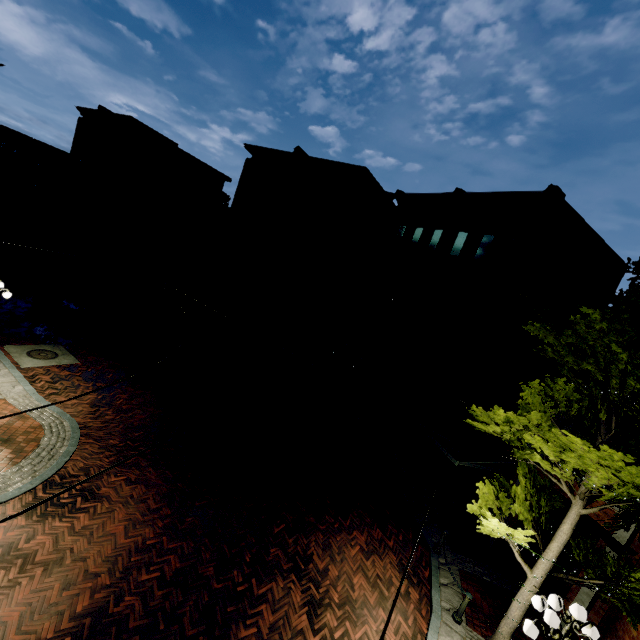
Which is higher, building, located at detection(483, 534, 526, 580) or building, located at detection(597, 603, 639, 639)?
building, located at detection(597, 603, 639, 639)

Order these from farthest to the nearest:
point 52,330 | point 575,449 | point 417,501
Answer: point 52,330
point 417,501
point 575,449

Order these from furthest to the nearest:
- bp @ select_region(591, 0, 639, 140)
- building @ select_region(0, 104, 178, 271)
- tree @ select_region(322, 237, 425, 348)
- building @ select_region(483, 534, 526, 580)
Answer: bp @ select_region(591, 0, 639, 140)
building @ select_region(0, 104, 178, 271)
tree @ select_region(322, 237, 425, 348)
building @ select_region(483, 534, 526, 580)

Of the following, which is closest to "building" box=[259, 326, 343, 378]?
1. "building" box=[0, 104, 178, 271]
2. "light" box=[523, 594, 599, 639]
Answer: "building" box=[0, 104, 178, 271]

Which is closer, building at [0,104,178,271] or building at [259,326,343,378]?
building at [259,326,343,378]

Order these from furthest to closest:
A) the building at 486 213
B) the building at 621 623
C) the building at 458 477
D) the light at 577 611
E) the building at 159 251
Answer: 1. the building at 159 251
2. the building at 486 213
3. the building at 458 477
4. the building at 621 623
5. the light at 577 611

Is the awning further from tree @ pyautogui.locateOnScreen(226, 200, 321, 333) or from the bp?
the bp

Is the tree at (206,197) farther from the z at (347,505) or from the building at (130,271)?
→ the building at (130,271)
